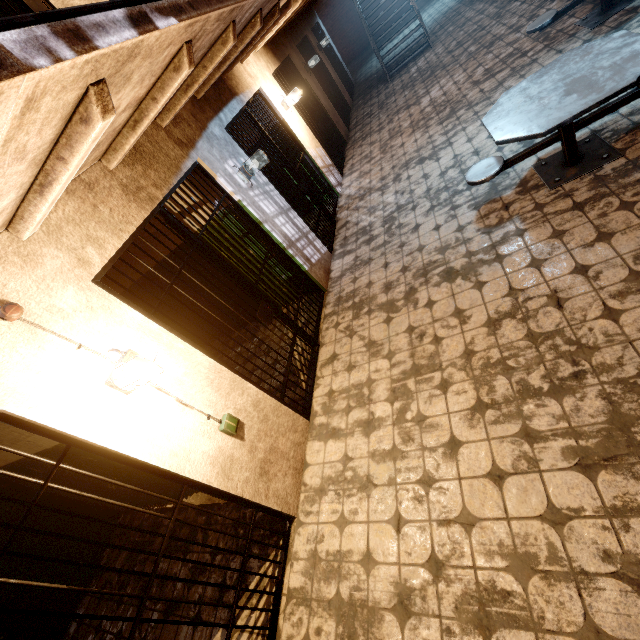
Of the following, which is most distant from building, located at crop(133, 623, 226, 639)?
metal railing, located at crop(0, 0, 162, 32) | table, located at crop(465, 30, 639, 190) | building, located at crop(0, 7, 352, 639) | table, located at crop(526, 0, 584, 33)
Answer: table, located at crop(526, 0, 584, 33)

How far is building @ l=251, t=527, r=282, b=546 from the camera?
2.9m

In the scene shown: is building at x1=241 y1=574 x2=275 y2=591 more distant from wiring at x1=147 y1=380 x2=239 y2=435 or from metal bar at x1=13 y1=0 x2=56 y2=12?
metal bar at x1=13 y1=0 x2=56 y2=12

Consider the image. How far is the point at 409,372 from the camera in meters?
3.1

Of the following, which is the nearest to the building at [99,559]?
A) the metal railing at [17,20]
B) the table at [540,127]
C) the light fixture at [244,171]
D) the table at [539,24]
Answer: the metal railing at [17,20]

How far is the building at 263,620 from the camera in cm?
254

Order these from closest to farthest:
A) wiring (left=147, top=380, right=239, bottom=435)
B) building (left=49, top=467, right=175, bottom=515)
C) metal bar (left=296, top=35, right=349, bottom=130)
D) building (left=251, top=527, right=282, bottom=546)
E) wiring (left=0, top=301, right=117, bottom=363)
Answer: wiring (left=0, top=301, right=117, bottom=363)
wiring (left=147, top=380, right=239, bottom=435)
building (left=251, top=527, right=282, bottom=546)
building (left=49, top=467, right=175, bottom=515)
metal bar (left=296, top=35, right=349, bottom=130)

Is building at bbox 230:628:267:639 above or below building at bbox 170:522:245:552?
below
